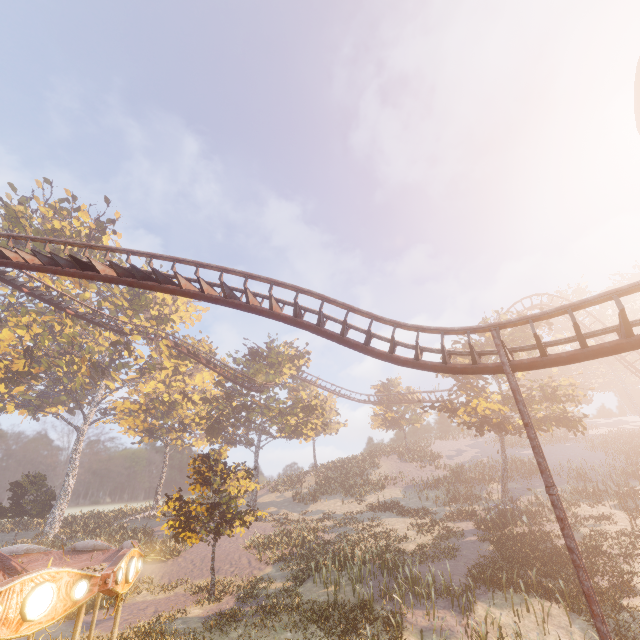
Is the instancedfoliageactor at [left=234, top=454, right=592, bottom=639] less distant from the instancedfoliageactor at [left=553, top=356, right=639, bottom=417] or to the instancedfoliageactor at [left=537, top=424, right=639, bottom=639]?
the instancedfoliageactor at [left=537, top=424, right=639, bottom=639]

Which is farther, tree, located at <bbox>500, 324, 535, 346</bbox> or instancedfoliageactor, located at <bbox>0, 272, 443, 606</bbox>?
tree, located at <bbox>500, 324, 535, 346</bbox>

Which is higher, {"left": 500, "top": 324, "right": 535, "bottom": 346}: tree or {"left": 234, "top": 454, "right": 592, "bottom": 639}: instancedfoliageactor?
{"left": 500, "top": 324, "right": 535, "bottom": 346}: tree

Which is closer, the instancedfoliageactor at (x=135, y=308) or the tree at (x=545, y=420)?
the instancedfoliageactor at (x=135, y=308)

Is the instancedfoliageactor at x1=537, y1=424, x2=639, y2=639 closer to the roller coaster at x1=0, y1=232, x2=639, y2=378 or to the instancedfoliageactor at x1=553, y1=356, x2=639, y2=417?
the roller coaster at x1=0, y1=232, x2=639, y2=378

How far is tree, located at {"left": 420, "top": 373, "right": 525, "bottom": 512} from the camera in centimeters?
2354cm

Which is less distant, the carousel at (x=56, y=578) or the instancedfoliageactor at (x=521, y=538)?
the carousel at (x=56, y=578)

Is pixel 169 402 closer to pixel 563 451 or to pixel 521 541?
pixel 521 541
